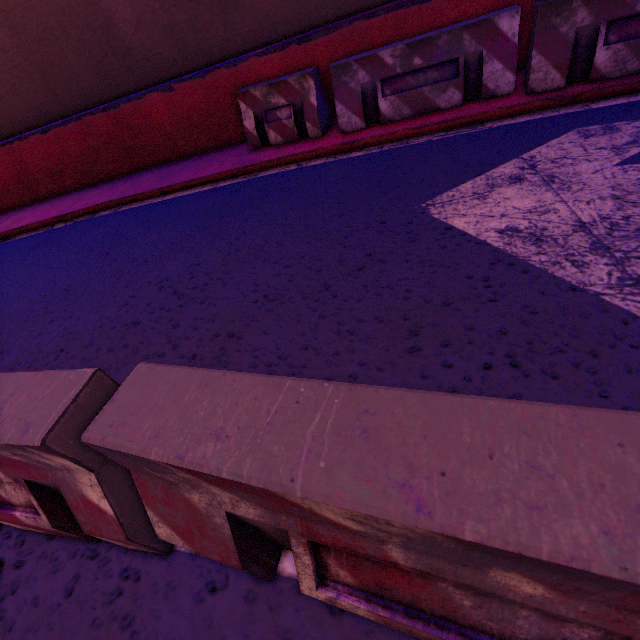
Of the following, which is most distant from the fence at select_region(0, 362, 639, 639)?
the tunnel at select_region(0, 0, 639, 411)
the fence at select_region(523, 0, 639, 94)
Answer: the fence at select_region(523, 0, 639, 94)

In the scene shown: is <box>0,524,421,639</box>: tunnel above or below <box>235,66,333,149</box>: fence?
below

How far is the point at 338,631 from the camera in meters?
1.2

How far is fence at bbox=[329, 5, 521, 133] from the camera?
4.2m

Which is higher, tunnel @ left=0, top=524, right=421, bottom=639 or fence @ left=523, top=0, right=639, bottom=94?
fence @ left=523, top=0, right=639, bottom=94

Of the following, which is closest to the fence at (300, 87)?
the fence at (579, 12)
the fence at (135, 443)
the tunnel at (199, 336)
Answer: the tunnel at (199, 336)

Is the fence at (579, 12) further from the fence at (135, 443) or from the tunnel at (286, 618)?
the fence at (135, 443)

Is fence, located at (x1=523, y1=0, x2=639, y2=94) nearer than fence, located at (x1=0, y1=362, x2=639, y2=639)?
No
